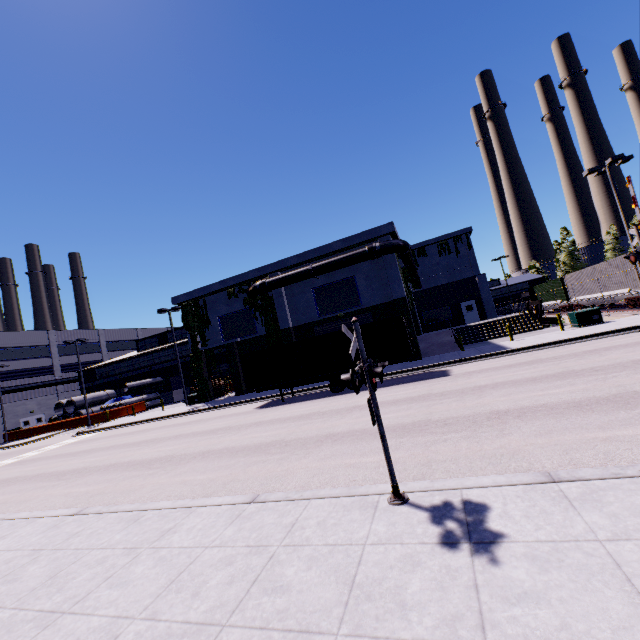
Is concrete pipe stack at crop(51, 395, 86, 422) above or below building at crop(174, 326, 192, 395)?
below

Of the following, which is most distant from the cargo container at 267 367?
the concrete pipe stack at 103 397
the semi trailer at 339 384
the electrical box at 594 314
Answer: the electrical box at 594 314

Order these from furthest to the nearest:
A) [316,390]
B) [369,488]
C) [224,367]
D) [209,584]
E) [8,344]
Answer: [8,344] < [224,367] < [316,390] < [369,488] < [209,584]

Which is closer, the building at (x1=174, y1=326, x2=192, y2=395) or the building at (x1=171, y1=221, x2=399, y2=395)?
the building at (x1=171, y1=221, x2=399, y2=395)

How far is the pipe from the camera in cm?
2408

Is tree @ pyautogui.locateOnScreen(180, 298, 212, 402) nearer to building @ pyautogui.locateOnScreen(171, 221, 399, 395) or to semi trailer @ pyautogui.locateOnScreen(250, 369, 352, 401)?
building @ pyautogui.locateOnScreen(171, 221, 399, 395)

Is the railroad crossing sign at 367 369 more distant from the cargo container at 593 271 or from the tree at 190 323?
the tree at 190 323

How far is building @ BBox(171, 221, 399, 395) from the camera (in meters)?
25.61
